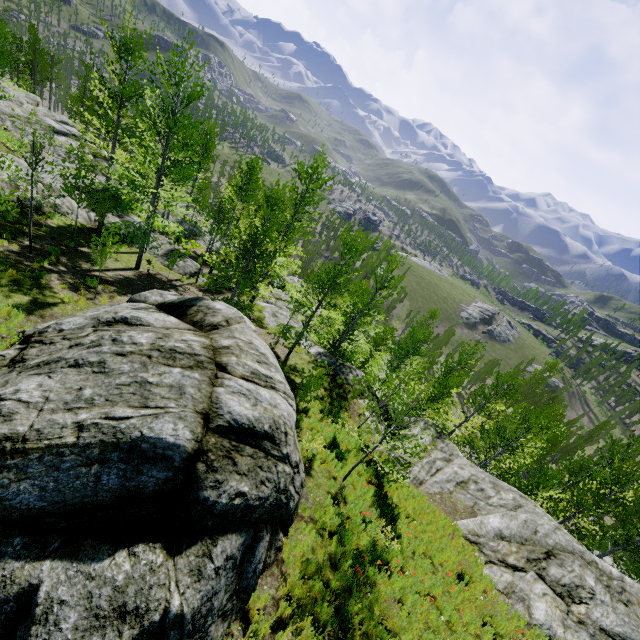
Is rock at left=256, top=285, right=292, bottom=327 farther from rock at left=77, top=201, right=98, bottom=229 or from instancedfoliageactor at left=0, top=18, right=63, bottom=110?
rock at left=77, top=201, right=98, bottom=229

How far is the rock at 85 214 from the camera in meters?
19.3 m

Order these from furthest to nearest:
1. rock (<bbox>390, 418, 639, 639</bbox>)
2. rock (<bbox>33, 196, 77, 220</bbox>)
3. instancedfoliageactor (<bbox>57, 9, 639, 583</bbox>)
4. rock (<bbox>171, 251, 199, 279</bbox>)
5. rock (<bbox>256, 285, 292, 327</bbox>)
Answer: rock (<bbox>256, 285, 292, 327</bbox>)
rock (<bbox>171, 251, 199, 279</bbox>)
rock (<bbox>33, 196, 77, 220</bbox>)
instancedfoliageactor (<bbox>57, 9, 639, 583</bbox>)
rock (<bbox>390, 418, 639, 639</bbox>)

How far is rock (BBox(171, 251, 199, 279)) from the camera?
21.36m

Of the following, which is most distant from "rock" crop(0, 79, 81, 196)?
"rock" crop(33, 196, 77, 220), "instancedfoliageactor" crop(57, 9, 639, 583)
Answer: "rock" crop(33, 196, 77, 220)

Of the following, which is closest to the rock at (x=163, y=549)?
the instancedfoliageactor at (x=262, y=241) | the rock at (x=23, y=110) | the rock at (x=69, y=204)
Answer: the rock at (x=23, y=110)

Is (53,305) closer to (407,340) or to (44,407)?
(44,407)
